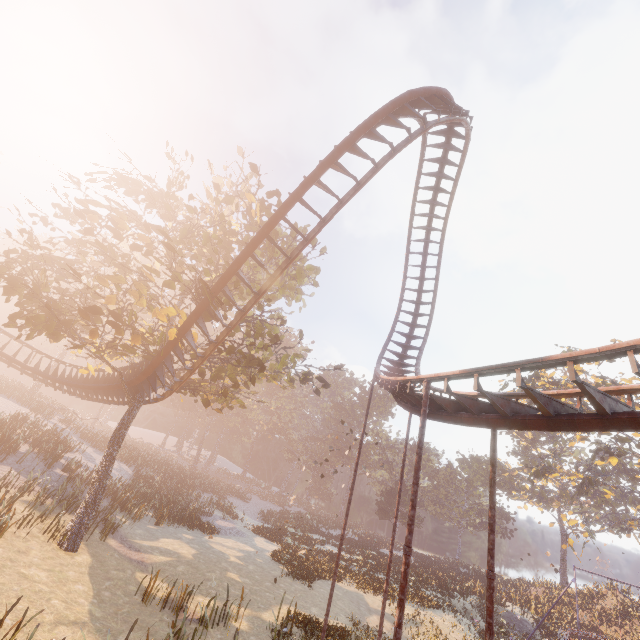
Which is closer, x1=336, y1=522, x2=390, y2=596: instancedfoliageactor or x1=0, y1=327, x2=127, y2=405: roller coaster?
x1=0, y1=327, x2=127, y2=405: roller coaster

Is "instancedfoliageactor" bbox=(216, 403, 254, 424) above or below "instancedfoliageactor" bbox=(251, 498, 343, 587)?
above

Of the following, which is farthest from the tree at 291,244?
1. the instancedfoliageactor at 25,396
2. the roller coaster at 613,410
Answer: the instancedfoliageactor at 25,396

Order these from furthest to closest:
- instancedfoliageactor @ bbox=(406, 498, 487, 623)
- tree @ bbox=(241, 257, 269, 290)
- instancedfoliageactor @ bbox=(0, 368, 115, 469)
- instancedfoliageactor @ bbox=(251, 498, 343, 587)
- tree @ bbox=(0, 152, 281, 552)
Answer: instancedfoliageactor @ bbox=(406, 498, 487, 623), instancedfoliageactor @ bbox=(251, 498, 343, 587), instancedfoliageactor @ bbox=(0, 368, 115, 469), tree @ bbox=(241, 257, 269, 290), tree @ bbox=(0, 152, 281, 552)

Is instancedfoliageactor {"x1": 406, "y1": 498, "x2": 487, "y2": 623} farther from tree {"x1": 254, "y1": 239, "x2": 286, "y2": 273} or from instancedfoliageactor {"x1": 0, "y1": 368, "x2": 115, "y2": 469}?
tree {"x1": 254, "y1": 239, "x2": 286, "y2": 273}

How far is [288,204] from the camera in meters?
11.4

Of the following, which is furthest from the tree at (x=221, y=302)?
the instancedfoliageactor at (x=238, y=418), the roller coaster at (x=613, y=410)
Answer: the instancedfoliageactor at (x=238, y=418)
